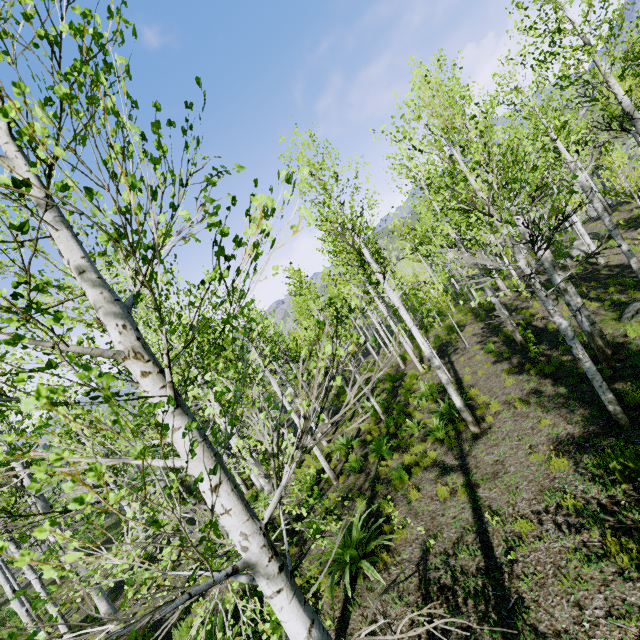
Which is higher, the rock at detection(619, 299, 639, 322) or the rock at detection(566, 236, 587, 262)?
the rock at detection(566, 236, 587, 262)

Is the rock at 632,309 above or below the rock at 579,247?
below

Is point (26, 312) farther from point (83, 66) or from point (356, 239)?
point (356, 239)

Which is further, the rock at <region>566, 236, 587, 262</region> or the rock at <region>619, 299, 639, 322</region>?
the rock at <region>566, 236, 587, 262</region>

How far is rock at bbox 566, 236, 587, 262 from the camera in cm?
1923

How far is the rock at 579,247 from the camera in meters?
19.2 m
